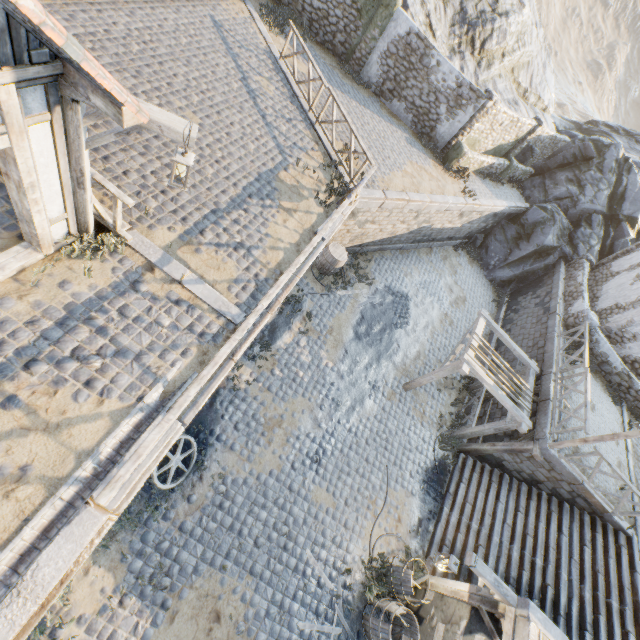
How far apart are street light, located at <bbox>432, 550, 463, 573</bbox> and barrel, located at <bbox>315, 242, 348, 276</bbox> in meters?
9.5 m

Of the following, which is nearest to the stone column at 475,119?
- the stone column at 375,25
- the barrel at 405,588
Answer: the stone column at 375,25

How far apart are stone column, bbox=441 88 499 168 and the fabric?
9.0m

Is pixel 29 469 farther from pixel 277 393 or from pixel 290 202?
pixel 290 202

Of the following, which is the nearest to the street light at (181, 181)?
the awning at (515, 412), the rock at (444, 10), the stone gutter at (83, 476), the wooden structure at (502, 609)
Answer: the stone gutter at (83, 476)

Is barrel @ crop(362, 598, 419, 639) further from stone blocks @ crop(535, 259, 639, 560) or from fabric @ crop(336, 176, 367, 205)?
fabric @ crop(336, 176, 367, 205)

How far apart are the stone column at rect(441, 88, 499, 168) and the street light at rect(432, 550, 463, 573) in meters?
16.2 m

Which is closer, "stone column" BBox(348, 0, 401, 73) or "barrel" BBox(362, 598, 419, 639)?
"barrel" BBox(362, 598, 419, 639)
